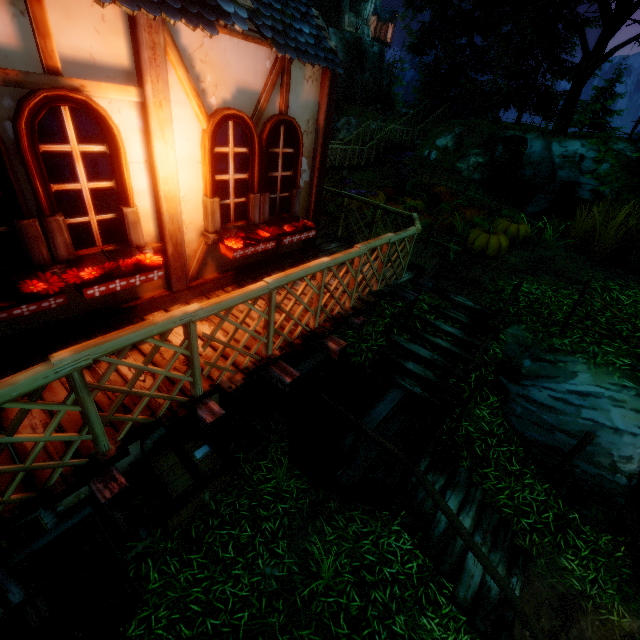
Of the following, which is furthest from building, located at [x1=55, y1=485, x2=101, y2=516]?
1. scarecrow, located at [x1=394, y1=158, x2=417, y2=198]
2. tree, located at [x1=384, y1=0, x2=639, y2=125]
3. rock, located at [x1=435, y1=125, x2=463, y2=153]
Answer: rock, located at [x1=435, y1=125, x2=463, y2=153]

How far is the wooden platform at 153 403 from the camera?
2.9 meters

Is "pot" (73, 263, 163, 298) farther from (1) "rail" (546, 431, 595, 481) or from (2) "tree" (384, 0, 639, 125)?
(2) "tree" (384, 0, 639, 125)

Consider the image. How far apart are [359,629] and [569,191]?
22.1 meters

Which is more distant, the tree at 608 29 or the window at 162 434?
the tree at 608 29

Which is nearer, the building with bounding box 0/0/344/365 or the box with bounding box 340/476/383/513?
the building with bounding box 0/0/344/365

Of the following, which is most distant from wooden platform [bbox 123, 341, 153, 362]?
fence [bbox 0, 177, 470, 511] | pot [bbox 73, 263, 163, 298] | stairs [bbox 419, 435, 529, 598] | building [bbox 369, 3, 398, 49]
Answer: building [bbox 369, 3, 398, 49]

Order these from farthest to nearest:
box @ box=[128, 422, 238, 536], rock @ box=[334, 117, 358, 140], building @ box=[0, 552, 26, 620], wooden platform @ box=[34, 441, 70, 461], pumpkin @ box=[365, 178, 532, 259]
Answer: rock @ box=[334, 117, 358, 140] → pumpkin @ box=[365, 178, 532, 259] → box @ box=[128, 422, 238, 536] → wooden platform @ box=[34, 441, 70, 461] → building @ box=[0, 552, 26, 620]
